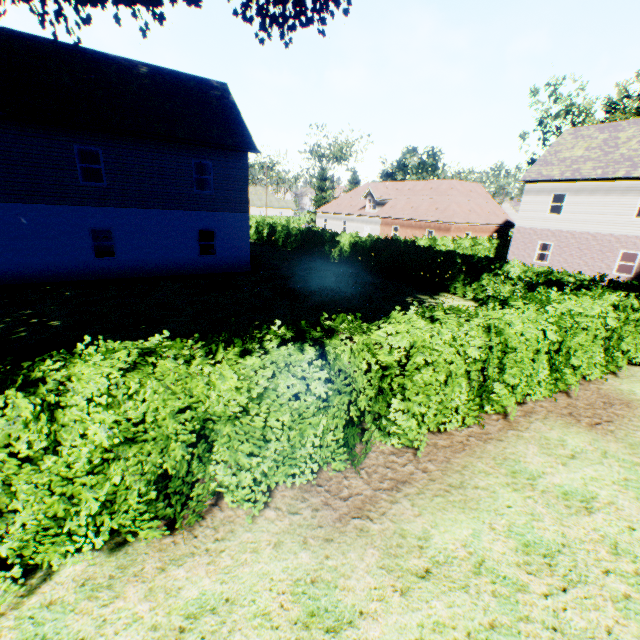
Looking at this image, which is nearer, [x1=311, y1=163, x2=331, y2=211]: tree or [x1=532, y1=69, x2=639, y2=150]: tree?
[x1=532, y1=69, x2=639, y2=150]: tree

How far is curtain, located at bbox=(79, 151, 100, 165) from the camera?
21.8m

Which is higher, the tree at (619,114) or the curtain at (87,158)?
the tree at (619,114)

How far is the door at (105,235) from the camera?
23.81m

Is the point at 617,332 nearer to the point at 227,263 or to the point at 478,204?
the point at 227,263

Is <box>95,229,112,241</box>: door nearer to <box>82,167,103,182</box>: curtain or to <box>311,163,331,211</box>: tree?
<box>82,167,103,182</box>: curtain

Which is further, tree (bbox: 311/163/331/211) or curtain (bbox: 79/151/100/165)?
tree (bbox: 311/163/331/211)
